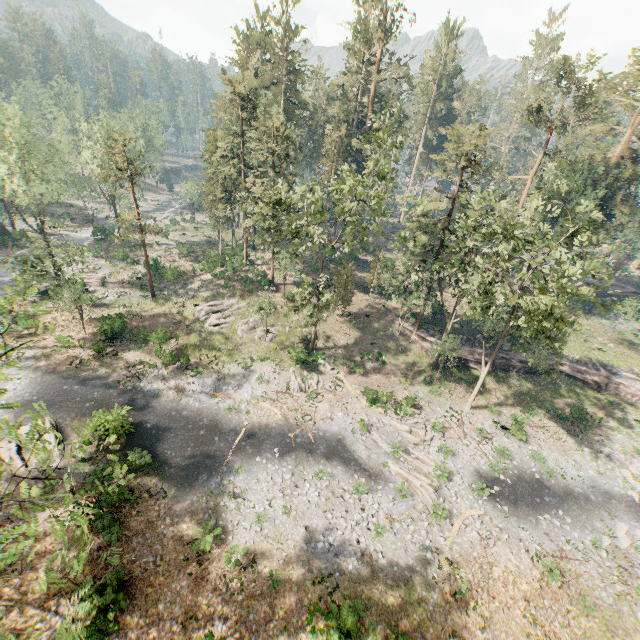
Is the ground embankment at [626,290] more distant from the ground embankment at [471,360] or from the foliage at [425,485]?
the ground embankment at [471,360]

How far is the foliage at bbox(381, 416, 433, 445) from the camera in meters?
27.3

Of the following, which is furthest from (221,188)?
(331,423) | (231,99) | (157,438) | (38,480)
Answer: (38,480)

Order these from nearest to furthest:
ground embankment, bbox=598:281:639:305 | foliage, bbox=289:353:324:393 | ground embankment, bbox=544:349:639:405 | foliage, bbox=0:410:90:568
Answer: foliage, bbox=0:410:90:568, foliage, bbox=289:353:324:393, ground embankment, bbox=544:349:639:405, ground embankment, bbox=598:281:639:305

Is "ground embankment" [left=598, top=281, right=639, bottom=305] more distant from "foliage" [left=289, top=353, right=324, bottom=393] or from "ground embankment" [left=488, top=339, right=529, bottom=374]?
"ground embankment" [left=488, top=339, right=529, bottom=374]

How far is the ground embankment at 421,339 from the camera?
36.59m

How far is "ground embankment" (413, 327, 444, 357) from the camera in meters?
36.6

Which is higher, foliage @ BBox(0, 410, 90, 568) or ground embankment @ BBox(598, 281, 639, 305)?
ground embankment @ BBox(598, 281, 639, 305)
